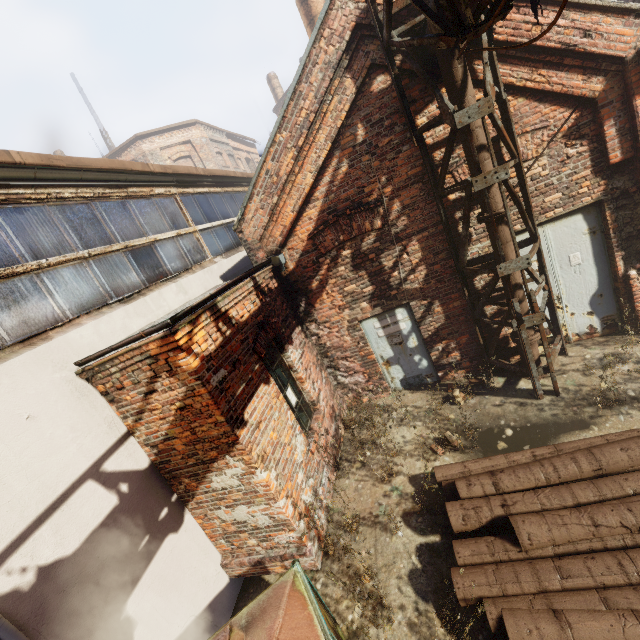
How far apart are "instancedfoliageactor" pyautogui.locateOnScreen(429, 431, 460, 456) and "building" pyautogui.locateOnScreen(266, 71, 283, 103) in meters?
30.3 m

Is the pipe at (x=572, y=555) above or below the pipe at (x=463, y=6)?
below

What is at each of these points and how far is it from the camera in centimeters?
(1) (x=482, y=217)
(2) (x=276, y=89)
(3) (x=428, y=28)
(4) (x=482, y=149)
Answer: (1) pipe, 518cm
(2) building, 2695cm
(3) pipe, 436cm
(4) pipe, 481cm

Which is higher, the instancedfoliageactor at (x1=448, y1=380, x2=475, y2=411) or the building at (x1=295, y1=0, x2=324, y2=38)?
the building at (x1=295, y1=0, x2=324, y2=38)

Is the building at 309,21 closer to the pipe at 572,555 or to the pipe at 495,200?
the pipe at 495,200

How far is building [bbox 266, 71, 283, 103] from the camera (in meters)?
26.66

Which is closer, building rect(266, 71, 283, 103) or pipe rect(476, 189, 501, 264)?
pipe rect(476, 189, 501, 264)

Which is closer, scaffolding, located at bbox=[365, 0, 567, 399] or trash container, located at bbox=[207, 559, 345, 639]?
trash container, located at bbox=[207, 559, 345, 639]
